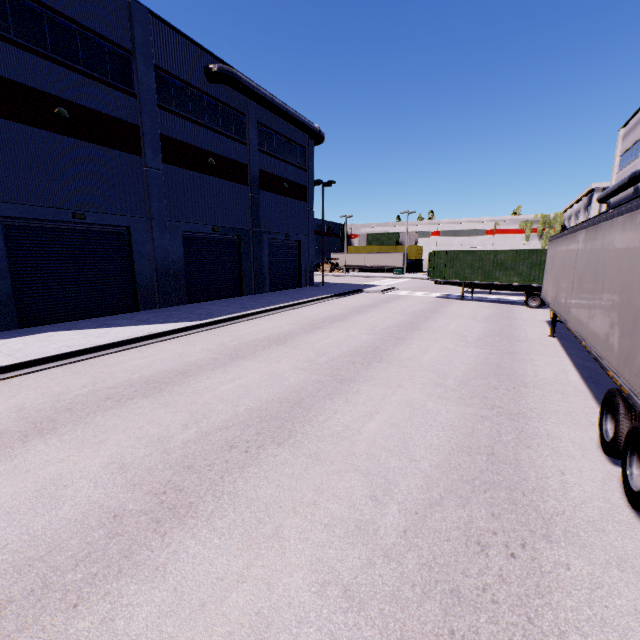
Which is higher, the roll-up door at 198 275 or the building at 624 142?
the building at 624 142

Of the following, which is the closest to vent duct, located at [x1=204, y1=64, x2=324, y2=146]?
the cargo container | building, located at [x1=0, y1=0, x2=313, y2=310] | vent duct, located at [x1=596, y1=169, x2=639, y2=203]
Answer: building, located at [x1=0, y1=0, x2=313, y2=310]

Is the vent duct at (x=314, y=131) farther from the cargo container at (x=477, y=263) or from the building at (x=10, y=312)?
the cargo container at (x=477, y=263)

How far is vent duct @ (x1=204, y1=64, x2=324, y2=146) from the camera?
19.22m

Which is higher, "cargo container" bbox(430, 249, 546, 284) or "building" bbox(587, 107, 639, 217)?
"building" bbox(587, 107, 639, 217)

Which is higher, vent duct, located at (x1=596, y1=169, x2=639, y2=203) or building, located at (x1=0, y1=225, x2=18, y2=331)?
vent duct, located at (x1=596, y1=169, x2=639, y2=203)

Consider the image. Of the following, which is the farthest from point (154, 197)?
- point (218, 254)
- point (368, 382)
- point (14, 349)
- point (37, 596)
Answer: point (37, 596)

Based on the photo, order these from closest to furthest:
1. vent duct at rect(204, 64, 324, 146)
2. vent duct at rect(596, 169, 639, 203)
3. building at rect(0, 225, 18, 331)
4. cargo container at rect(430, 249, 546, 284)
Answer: A: building at rect(0, 225, 18, 331), vent duct at rect(204, 64, 324, 146), cargo container at rect(430, 249, 546, 284), vent duct at rect(596, 169, 639, 203)
